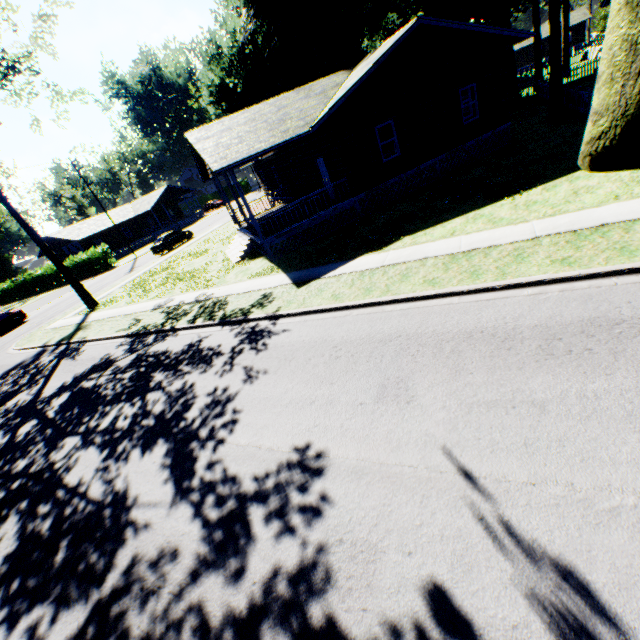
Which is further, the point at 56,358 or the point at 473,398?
the point at 56,358

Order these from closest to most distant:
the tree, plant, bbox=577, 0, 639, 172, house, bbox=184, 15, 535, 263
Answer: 1. plant, bbox=577, 0, 639, 172
2. house, bbox=184, 15, 535, 263
3. the tree

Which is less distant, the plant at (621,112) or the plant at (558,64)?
the plant at (621,112)

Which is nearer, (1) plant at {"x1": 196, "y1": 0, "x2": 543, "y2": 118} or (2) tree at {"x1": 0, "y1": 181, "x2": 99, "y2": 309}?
(2) tree at {"x1": 0, "y1": 181, "x2": 99, "y2": 309}

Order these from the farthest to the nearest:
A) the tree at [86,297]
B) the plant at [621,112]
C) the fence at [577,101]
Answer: the tree at [86,297], the fence at [577,101], the plant at [621,112]

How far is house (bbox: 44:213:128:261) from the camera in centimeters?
4619cm

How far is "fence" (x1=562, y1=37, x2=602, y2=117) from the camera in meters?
16.7
